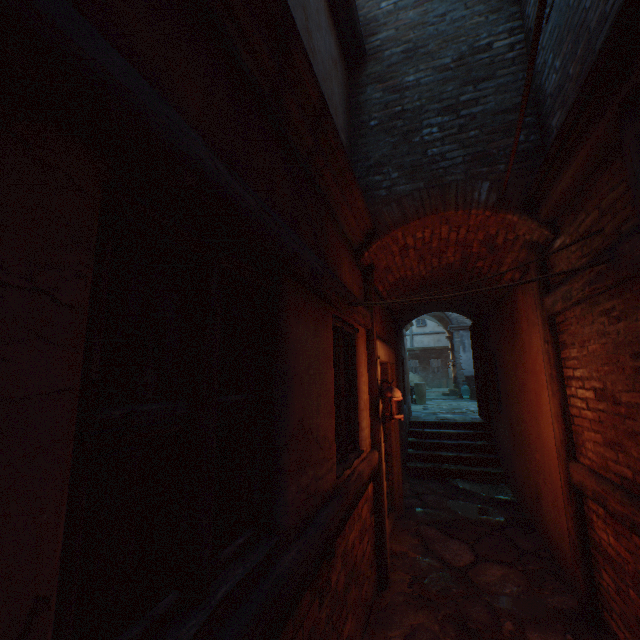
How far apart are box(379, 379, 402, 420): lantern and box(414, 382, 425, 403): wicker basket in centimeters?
1077cm

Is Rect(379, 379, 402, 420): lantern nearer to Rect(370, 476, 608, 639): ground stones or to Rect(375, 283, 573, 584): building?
Rect(375, 283, 573, 584): building

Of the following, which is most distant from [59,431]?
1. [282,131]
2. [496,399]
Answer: [496,399]

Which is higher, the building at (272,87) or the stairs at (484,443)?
the building at (272,87)

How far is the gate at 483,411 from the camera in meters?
7.4 m

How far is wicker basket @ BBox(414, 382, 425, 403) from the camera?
14.0 meters

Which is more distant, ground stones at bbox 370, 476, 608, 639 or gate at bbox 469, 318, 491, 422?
gate at bbox 469, 318, 491, 422

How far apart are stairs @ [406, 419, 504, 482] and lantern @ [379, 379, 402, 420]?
4.13m
